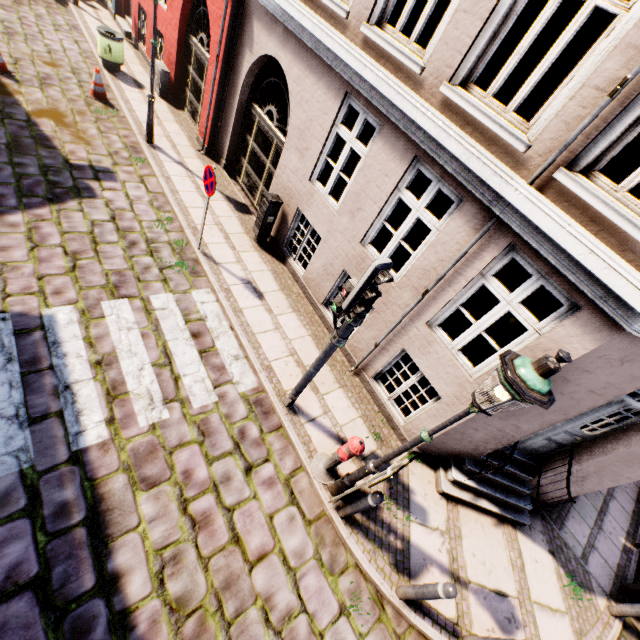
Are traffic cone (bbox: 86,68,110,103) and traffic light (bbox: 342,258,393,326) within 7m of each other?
no

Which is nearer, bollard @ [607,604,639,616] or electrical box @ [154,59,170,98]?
bollard @ [607,604,639,616]

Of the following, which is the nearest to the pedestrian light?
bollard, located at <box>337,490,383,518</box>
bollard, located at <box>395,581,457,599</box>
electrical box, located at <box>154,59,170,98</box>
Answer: bollard, located at <box>337,490,383,518</box>

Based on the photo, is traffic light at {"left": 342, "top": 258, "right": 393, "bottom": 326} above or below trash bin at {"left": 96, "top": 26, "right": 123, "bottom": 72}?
above

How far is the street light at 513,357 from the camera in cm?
247

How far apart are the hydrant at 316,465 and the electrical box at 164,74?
12.6m

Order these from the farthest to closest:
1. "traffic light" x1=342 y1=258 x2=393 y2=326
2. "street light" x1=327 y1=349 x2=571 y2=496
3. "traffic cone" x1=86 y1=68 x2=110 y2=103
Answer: "traffic cone" x1=86 y1=68 x2=110 y2=103 → "traffic light" x1=342 y1=258 x2=393 y2=326 → "street light" x1=327 y1=349 x2=571 y2=496

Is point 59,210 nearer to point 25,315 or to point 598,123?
point 25,315
